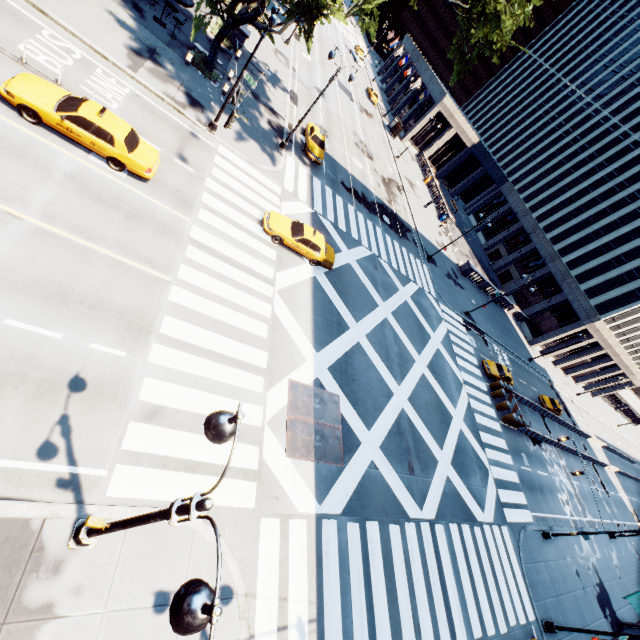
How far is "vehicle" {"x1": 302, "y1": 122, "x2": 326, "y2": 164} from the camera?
27.7 meters

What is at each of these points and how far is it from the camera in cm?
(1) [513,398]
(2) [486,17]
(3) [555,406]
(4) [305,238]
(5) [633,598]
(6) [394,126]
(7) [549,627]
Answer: (1) concrete barrier, 3303
(2) tree, 1527
(3) vehicle, 4128
(4) vehicle, 1920
(5) building, 2303
(6) bus stop, 5759
(7) light, 1911

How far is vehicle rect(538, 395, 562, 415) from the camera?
40.7m

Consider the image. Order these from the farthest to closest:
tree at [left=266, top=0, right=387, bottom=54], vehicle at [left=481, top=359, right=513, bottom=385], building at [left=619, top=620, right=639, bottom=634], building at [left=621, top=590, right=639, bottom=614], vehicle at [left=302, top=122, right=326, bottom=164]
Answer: vehicle at [left=481, top=359, right=513, bottom=385] < vehicle at [left=302, top=122, right=326, bottom=164] < building at [left=619, top=620, right=639, bottom=634] < building at [left=621, top=590, right=639, bottom=614] < tree at [left=266, top=0, right=387, bottom=54]

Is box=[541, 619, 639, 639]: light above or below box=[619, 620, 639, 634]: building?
below

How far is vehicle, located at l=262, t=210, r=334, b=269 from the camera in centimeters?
1864cm

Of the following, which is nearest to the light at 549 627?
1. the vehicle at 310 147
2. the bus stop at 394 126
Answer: the vehicle at 310 147

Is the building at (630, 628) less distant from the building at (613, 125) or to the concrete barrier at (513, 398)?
the concrete barrier at (513, 398)
